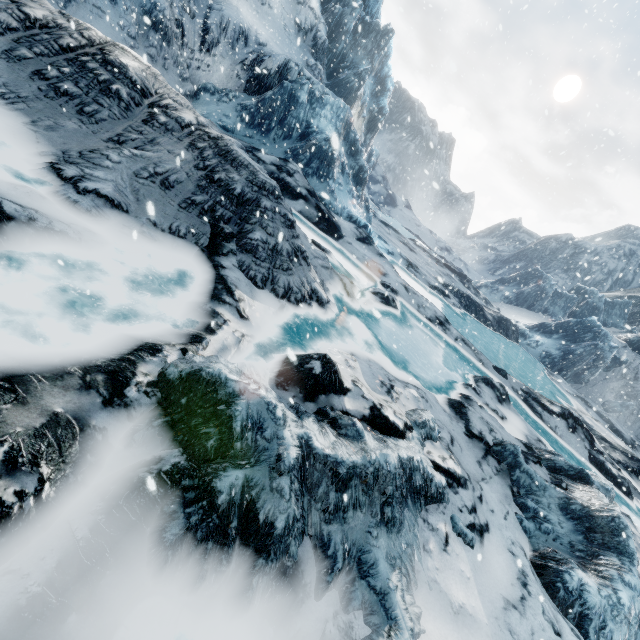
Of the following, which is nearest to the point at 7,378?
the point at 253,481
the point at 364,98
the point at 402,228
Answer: the point at 253,481
